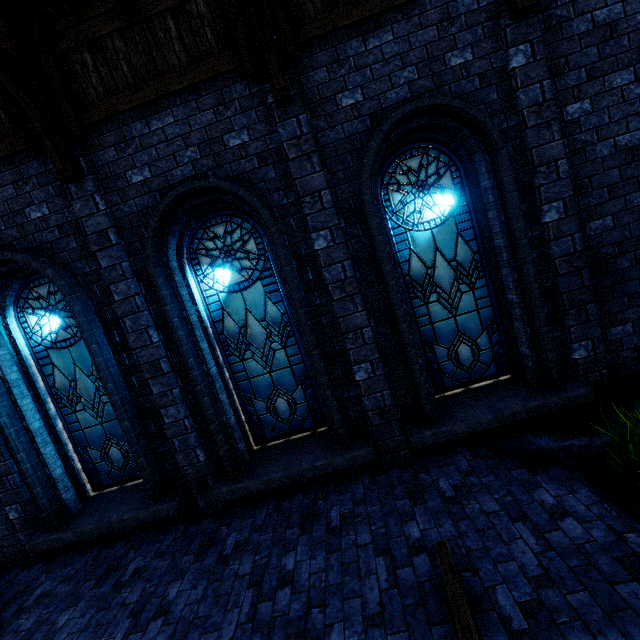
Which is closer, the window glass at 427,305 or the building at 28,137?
the building at 28,137

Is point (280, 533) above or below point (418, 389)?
below

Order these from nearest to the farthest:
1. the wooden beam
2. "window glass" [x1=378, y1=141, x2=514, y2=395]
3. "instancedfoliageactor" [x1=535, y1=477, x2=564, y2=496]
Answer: the wooden beam < "instancedfoliageactor" [x1=535, y1=477, x2=564, y2=496] < "window glass" [x1=378, y1=141, x2=514, y2=395]

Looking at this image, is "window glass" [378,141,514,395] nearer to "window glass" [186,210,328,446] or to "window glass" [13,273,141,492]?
"window glass" [186,210,328,446]

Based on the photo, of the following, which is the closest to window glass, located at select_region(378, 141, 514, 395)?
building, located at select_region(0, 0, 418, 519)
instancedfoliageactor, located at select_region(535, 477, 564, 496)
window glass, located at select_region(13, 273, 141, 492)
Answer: building, located at select_region(0, 0, 418, 519)

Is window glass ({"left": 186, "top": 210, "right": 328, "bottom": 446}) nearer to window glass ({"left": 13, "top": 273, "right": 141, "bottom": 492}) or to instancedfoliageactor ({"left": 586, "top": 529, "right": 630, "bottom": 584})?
window glass ({"left": 13, "top": 273, "right": 141, "bottom": 492})

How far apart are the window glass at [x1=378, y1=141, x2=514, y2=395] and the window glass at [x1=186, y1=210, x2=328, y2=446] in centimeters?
154cm

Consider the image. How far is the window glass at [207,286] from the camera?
4.8m
